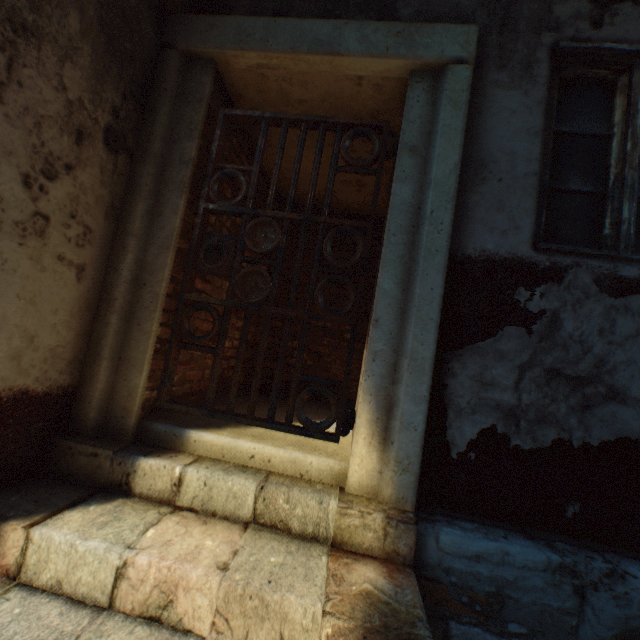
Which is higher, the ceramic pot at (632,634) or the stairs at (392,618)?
the ceramic pot at (632,634)

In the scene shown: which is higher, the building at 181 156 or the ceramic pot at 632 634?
the building at 181 156

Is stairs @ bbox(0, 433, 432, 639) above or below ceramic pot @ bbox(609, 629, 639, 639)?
below

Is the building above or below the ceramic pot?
above

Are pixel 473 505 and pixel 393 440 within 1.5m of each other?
yes
